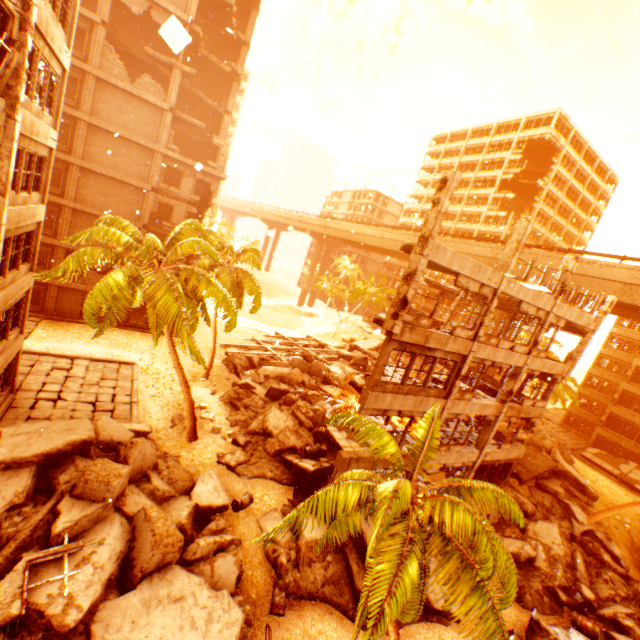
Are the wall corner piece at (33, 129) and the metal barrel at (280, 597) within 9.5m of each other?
no

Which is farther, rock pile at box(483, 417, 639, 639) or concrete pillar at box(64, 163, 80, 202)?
concrete pillar at box(64, 163, 80, 202)

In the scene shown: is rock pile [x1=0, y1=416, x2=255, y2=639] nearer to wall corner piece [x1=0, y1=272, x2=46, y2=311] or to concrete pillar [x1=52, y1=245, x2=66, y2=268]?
wall corner piece [x1=0, y1=272, x2=46, y2=311]

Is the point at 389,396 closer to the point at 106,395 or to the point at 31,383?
the point at 106,395

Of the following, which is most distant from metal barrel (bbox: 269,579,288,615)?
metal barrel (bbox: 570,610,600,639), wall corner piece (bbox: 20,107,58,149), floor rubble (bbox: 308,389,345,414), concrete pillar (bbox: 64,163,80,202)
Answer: concrete pillar (bbox: 64,163,80,202)

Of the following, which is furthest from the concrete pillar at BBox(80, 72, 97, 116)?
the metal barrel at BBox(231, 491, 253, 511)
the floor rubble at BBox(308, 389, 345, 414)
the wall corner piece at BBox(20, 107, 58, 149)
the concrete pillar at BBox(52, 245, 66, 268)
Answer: the metal barrel at BBox(231, 491, 253, 511)

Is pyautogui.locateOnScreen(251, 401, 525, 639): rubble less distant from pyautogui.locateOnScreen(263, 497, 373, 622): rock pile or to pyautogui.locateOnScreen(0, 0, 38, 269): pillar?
pyautogui.locateOnScreen(263, 497, 373, 622): rock pile

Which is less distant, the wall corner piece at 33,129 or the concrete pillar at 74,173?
the wall corner piece at 33,129
